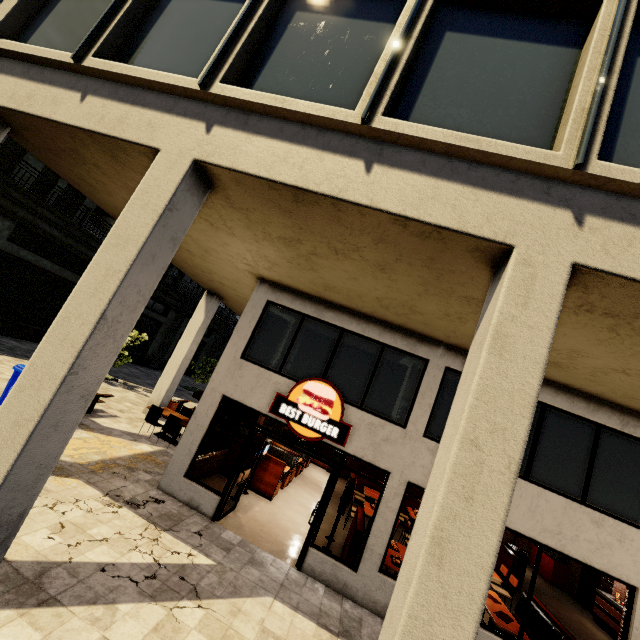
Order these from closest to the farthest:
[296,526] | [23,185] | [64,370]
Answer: [64,370]
[296,526]
[23,185]
